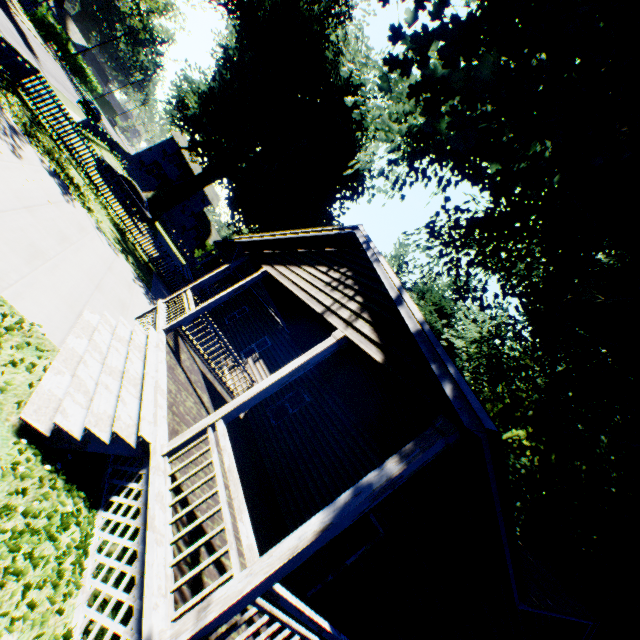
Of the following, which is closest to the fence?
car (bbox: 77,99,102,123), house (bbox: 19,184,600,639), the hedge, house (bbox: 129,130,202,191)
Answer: house (bbox: 19,184,600,639)

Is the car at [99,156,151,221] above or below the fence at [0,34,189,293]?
above

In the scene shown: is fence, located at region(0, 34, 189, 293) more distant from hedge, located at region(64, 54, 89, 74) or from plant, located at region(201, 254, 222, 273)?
hedge, located at region(64, 54, 89, 74)

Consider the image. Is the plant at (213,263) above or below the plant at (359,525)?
above

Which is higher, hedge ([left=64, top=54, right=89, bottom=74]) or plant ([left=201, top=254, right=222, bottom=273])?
plant ([left=201, top=254, right=222, bottom=273])

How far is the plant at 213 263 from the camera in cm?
4569

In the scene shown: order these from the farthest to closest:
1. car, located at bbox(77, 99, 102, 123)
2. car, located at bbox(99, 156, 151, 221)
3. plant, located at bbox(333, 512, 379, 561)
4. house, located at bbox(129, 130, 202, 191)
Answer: house, located at bbox(129, 130, 202, 191)
car, located at bbox(77, 99, 102, 123)
car, located at bbox(99, 156, 151, 221)
plant, located at bbox(333, 512, 379, 561)

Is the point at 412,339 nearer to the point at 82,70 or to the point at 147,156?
the point at 147,156
